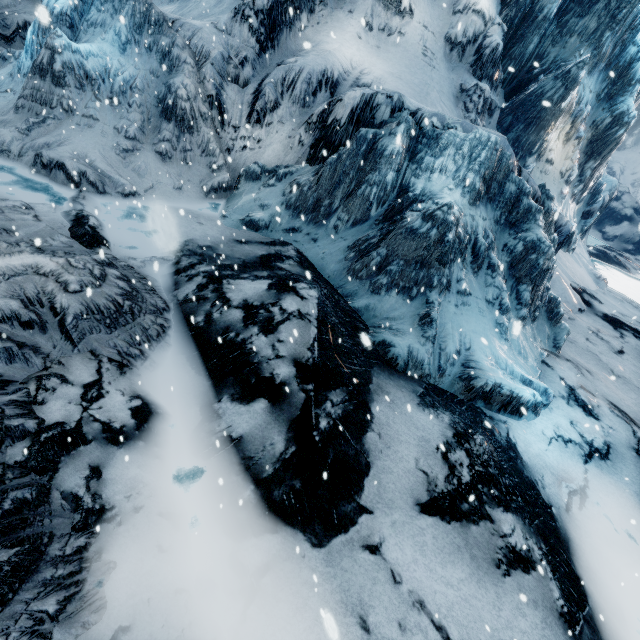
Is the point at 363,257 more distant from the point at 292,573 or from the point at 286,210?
the point at 292,573
